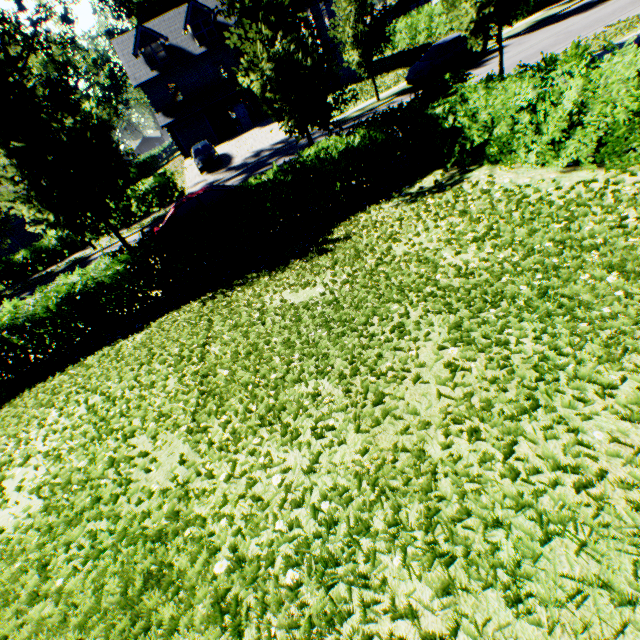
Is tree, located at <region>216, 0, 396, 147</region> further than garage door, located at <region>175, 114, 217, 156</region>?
No

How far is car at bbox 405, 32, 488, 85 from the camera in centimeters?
1868cm

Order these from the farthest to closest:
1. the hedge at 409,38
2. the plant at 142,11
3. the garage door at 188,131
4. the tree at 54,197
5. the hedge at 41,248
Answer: the plant at 142,11
the garage door at 188,131
the hedge at 409,38
the hedge at 41,248
the tree at 54,197

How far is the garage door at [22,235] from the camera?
28.3m

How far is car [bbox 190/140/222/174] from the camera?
24.1m

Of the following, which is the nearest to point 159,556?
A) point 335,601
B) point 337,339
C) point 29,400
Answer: point 335,601

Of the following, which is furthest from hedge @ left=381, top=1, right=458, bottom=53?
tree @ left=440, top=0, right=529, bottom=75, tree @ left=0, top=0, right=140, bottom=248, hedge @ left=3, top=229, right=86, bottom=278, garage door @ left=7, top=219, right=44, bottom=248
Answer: garage door @ left=7, top=219, right=44, bottom=248

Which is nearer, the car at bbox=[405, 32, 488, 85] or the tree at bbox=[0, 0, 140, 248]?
the tree at bbox=[0, 0, 140, 248]
